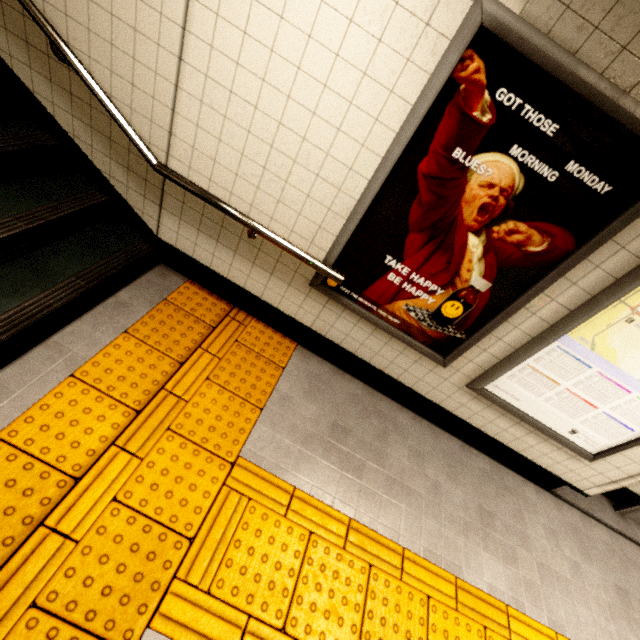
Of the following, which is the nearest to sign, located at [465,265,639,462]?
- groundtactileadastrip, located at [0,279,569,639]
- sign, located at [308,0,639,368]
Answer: sign, located at [308,0,639,368]

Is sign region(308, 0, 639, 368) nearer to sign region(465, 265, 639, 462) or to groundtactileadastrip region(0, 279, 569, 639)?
sign region(465, 265, 639, 462)

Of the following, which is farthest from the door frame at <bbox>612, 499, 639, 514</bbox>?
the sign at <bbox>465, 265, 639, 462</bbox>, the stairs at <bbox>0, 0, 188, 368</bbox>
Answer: the stairs at <bbox>0, 0, 188, 368</bbox>

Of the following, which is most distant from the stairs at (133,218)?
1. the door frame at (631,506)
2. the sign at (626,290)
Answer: the door frame at (631,506)

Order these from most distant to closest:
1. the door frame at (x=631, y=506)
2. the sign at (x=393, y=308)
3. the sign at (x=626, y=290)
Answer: the door frame at (x=631, y=506) < the sign at (x=626, y=290) < the sign at (x=393, y=308)

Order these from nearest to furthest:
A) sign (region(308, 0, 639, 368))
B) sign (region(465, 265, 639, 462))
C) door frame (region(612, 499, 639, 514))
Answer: sign (region(308, 0, 639, 368))
sign (region(465, 265, 639, 462))
door frame (region(612, 499, 639, 514))

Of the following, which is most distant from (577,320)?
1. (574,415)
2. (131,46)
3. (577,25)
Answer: (131,46)

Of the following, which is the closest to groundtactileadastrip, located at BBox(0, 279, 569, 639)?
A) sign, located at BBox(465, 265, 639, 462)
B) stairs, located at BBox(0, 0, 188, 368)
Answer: stairs, located at BBox(0, 0, 188, 368)
